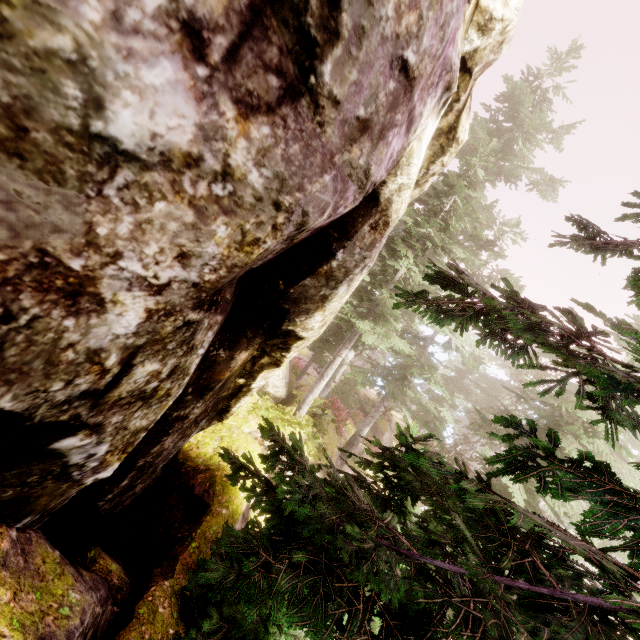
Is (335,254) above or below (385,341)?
above

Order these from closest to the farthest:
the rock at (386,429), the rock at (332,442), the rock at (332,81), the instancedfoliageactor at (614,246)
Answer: the rock at (332,81) → the instancedfoliageactor at (614,246) → the rock at (332,442) → the rock at (386,429)

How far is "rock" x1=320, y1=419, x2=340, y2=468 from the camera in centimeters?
1537cm

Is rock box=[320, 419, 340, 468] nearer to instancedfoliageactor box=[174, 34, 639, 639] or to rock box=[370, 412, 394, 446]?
instancedfoliageactor box=[174, 34, 639, 639]

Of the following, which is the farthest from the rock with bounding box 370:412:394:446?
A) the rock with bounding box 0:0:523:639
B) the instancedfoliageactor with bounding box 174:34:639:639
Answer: the rock with bounding box 0:0:523:639

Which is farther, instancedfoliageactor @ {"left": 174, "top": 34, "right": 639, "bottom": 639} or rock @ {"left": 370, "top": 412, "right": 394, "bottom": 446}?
rock @ {"left": 370, "top": 412, "right": 394, "bottom": 446}

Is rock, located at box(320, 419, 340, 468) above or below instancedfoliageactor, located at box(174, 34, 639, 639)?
below

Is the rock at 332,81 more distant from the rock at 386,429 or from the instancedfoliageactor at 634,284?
the rock at 386,429
